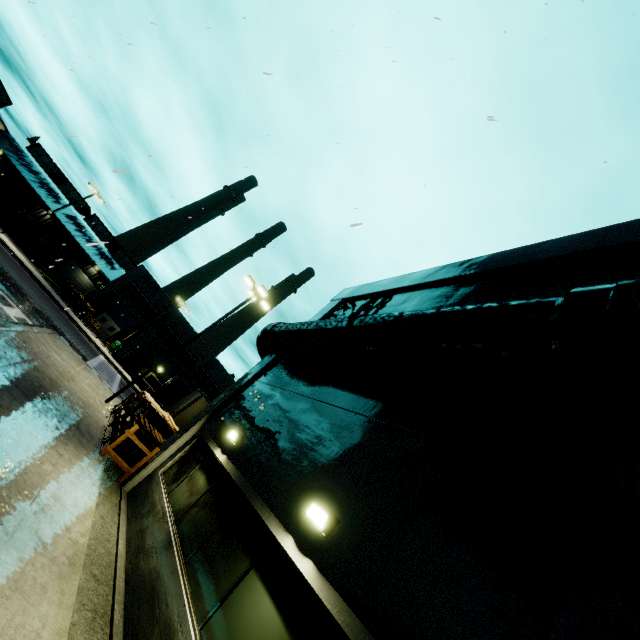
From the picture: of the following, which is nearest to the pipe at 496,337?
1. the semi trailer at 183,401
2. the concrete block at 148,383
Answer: the semi trailer at 183,401

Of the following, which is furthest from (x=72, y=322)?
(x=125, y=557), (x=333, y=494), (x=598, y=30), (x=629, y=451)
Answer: (x=598, y=30)

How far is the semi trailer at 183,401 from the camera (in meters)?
21.91

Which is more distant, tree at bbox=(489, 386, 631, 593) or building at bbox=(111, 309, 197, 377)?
building at bbox=(111, 309, 197, 377)

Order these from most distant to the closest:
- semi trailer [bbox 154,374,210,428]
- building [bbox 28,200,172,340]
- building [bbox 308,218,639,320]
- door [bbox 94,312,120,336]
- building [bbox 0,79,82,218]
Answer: building [bbox 28,200,172,340]
door [bbox 94,312,120,336]
building [bbox 0,79,82,218]
semi trailer [bbox 154,374,210,428]
building [bbox 308,218,639,320]

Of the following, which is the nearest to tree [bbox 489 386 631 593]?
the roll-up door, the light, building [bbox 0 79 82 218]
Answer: building [bbox 0 79 82 218]

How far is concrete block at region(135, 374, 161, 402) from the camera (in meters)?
36.75

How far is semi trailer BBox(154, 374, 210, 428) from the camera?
21.91m
